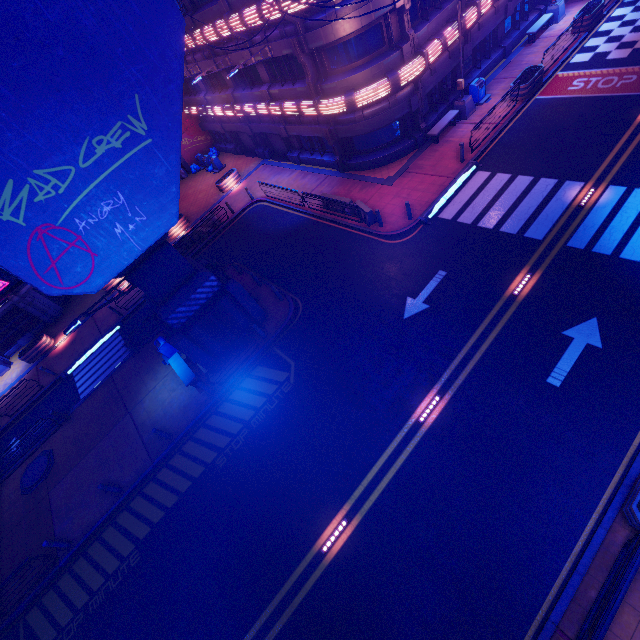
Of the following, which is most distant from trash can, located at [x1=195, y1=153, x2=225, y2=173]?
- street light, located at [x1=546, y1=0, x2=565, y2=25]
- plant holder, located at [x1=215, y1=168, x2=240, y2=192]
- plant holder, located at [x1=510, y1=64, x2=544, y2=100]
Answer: street light, located at [x1=546, y1=0, x2=565, y2=25]

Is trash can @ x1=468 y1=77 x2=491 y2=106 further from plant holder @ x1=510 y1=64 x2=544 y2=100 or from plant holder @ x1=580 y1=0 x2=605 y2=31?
plant holder @ x1=580 y1=0 x2=605 y2=31

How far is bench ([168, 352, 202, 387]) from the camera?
15.27m

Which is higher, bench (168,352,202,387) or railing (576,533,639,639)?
railing (576,533,639,639)

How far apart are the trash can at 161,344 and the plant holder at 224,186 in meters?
15.5

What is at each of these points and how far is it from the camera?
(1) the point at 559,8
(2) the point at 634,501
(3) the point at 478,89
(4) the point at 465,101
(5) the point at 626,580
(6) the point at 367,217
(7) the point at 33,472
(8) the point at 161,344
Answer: (1) street light, 22.1 meters
(2) plant holder, 7.3 meters
(3) trash can, 19.9 meters
(4) street light, 19.5 meters
(5) railing, 6.4 meters
(6) fence, 17.4 meters
(7) manhole, 16.7 meters
(8) trash can, 17.0 meters

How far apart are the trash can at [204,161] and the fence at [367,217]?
20.7 meters

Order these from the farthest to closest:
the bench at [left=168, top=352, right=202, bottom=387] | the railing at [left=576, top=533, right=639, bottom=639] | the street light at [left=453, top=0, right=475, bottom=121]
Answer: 1. the street light at [left=453, top=0, right=475, bottom=121]
2. the bench at [left=168, top=352, right=202, bottom=387]
3. the railing at [left=576, top=533, right=639, bottom=639]
